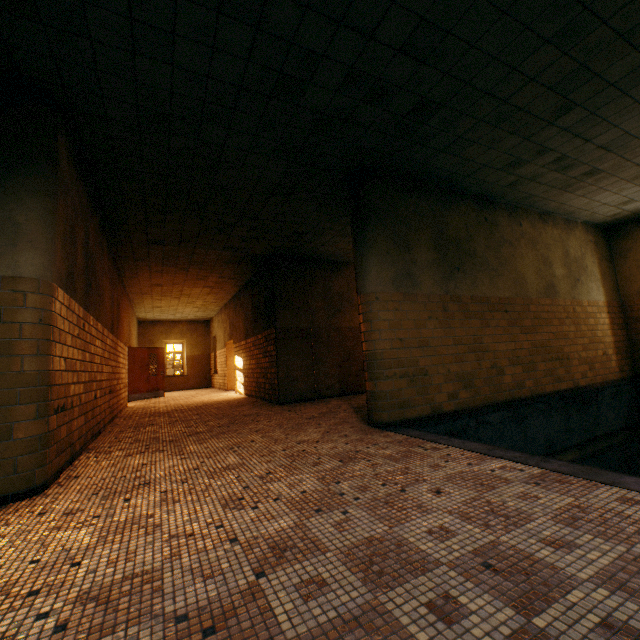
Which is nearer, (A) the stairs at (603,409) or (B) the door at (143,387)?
(A) the stairs at (603,409)

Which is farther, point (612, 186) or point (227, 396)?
point (227, 396)

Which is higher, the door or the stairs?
the door

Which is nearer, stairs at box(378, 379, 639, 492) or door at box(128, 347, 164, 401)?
stairs at box(378, 379, 639, 492)

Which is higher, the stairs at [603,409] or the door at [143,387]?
the door at [143,387]

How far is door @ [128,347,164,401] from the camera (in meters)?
12.70
